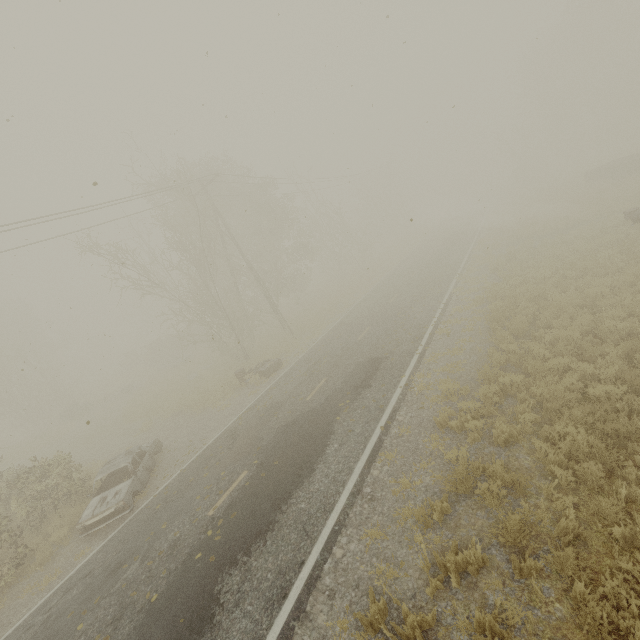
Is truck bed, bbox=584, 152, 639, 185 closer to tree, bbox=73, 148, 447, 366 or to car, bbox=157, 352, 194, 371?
tree, bbox=73, 148, 447, 366

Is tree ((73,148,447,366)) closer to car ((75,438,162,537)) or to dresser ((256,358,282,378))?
dresser ((256,358,282,378))

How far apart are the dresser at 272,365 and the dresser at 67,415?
22.4m

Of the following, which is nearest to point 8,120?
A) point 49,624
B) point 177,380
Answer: point 49,624

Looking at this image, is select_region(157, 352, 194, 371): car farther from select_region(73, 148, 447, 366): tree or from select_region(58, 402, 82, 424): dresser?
select_region(58, 402, 82, 424): dresser

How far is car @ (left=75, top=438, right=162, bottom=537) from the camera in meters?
10.2

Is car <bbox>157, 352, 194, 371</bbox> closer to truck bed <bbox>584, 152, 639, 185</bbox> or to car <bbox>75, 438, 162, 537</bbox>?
car <bbox>75, 438, 162, 537</bbox>

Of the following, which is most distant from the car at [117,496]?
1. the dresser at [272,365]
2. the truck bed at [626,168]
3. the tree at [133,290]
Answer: the truck bed at [626,168]
